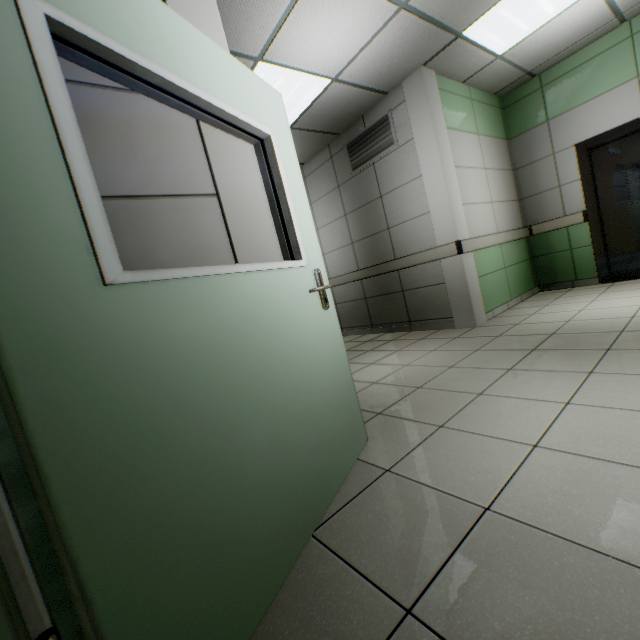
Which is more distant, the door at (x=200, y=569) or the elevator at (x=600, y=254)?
the elevator at (x=600, y=254)

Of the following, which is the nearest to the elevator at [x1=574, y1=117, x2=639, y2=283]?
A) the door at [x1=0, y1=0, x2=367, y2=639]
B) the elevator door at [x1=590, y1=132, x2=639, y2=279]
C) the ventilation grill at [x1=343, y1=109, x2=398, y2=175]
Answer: the elevator door at [x1=590, y1=132, x2=639, y2=279]

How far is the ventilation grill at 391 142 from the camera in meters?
4.4 m

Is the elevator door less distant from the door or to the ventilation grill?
the ventilation grill

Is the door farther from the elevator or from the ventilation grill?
the elevator

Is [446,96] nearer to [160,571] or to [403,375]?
[403,375]

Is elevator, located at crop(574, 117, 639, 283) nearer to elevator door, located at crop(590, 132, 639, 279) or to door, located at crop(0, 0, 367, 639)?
elevator door, located at crop(590, 132, 639, 279)
